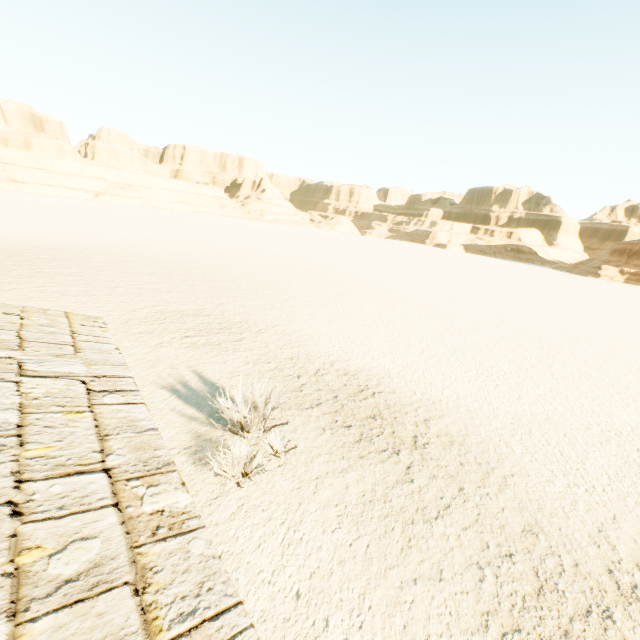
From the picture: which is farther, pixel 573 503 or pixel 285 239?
pixel 285 239
